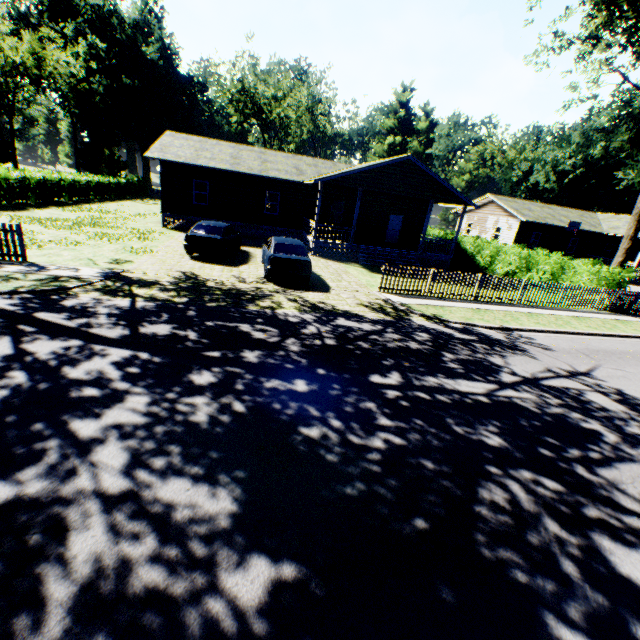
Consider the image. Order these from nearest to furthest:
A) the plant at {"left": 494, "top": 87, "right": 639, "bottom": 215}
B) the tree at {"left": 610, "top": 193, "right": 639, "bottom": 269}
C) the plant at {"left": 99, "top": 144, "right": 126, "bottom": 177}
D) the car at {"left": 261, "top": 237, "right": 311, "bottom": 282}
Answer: the car at {"left": 261, "top": 237, "right": 311, "bottom": 282}
the tree at {"left": 610, "top": 193, "right": 639, "bottom": 269}
the plant at {"left": 494, "top": 87, "right": 639, "bottom": 215}
the plant at {"left": 99, "top": 144, "right": 126, "bottom": 177}

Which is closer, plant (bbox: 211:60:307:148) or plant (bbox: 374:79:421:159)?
plant (bbox: 211:60:307:148)

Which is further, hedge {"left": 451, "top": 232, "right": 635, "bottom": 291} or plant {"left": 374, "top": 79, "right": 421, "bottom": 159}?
plant {"left": 374, "top": 79, "right": 421, "bottom": 159}

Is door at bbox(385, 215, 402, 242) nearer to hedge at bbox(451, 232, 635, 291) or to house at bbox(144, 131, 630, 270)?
house at bbox(144, 131, 630, 270)

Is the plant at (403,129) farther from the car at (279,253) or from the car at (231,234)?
the car at (231,234)

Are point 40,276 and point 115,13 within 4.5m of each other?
no

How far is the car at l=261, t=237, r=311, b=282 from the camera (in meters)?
12.73

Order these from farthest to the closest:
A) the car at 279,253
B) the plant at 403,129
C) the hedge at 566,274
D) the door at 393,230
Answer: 1. the plant at 403,129
2. the door at 393,230
3. the hedge at 566,274
4. the car at 279,253
